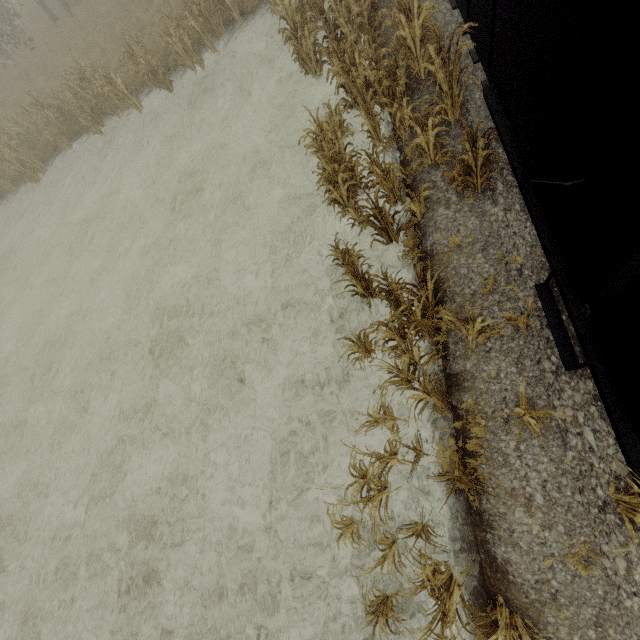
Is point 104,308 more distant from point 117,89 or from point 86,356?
point 117,89

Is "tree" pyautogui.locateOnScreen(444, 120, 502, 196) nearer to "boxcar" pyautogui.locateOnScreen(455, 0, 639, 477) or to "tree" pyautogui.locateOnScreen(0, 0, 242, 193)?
"boxcar" pyautogui.locateOnScreen(455, 0, 639, 477)

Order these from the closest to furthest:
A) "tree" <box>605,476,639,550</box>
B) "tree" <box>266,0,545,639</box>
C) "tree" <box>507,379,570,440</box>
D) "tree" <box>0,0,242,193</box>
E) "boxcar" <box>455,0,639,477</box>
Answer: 1. "boxcar" <box>455,0,639,477</box>
2. "tree" <box>605,476,639,550</box>
3. "tree" <box>507,379,570,440</box>
4. "tree" <box>266,0,545,639</box>
5. "tree" <box>0,0,242,193</box>

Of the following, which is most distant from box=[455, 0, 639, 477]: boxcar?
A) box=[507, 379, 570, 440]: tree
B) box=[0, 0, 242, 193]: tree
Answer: box=[0, 0, 242, 193]: tree

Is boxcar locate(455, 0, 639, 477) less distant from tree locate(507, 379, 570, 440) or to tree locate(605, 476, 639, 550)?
tree locate(605, 476, 639, 550)

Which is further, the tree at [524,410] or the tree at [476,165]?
the tree at [476,165]

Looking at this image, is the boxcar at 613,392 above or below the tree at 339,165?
above
